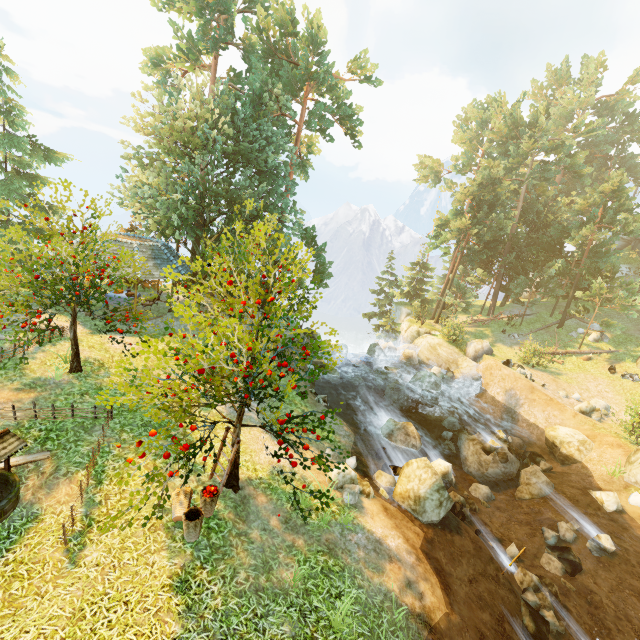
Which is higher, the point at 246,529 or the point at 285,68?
the point at 285,68

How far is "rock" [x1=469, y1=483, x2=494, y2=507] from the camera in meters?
15.1 m

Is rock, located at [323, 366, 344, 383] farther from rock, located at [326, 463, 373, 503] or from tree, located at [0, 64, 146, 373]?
rock, located at [326, 463, 373, 503]

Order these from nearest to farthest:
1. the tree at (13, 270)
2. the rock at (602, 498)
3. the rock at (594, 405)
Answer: the tree at (13, 270) < the rock at (602, 498) < the rock at (594, 405)

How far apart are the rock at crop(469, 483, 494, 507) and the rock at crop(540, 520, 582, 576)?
2.34m

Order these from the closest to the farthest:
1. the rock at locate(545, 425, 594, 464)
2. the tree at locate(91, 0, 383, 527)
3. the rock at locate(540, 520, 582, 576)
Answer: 1. the tree at locate(91, 0, 383, 527)
2. the rock at locate(540, 520, 582, 576)
3. the rock at locate(545, 425, 594, 464)

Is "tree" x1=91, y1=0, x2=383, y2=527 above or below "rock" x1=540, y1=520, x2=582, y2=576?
above

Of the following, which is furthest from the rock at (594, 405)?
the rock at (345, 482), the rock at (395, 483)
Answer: the rock at (345, 482)
